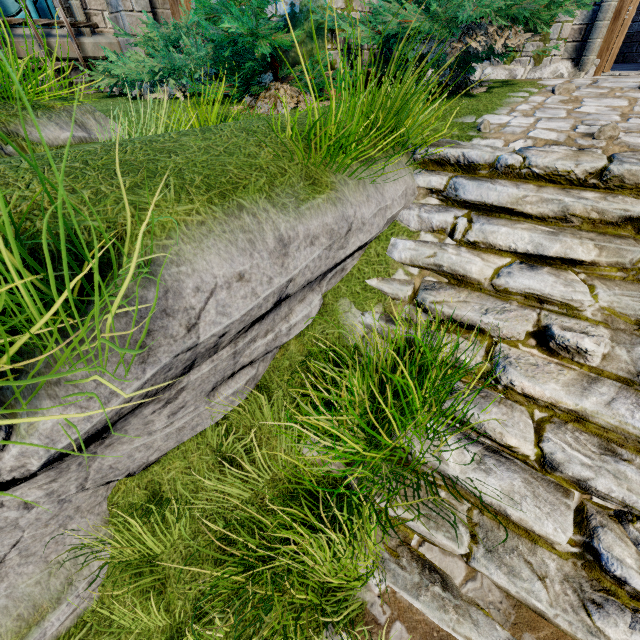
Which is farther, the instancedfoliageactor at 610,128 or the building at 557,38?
the building at 557,38

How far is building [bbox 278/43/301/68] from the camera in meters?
4.3

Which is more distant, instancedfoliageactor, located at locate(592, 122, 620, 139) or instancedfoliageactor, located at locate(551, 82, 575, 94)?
instancedfoliageactor, located at locate(551, 82, 575, 94)

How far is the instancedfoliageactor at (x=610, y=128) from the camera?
2.8m

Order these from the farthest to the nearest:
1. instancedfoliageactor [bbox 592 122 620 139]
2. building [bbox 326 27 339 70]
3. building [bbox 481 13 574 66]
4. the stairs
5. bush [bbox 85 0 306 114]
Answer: building [bbox 481 13 574 66] → building [bbox 326 27 339 70] → bush [bbox 85 0 306 114] → instancedfoliageactor [bbox 592 122 620 139] → the stairs

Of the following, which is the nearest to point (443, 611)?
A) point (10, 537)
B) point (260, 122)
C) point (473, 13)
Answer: point (10, 537)
